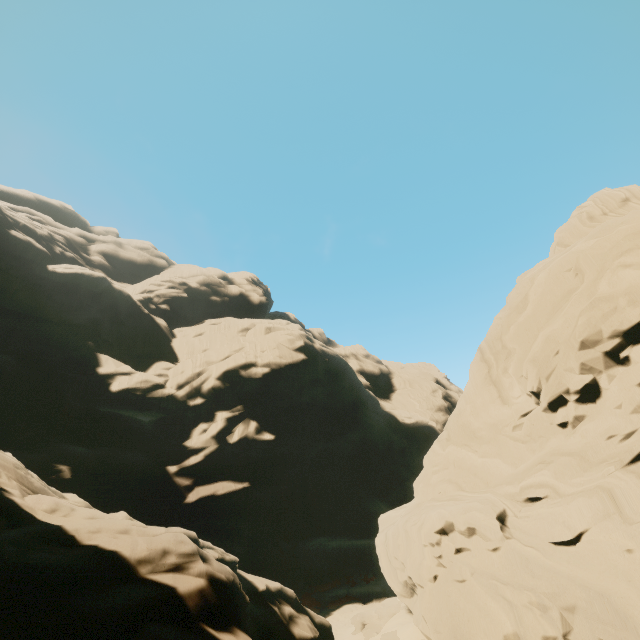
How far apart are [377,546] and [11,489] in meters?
24.0
